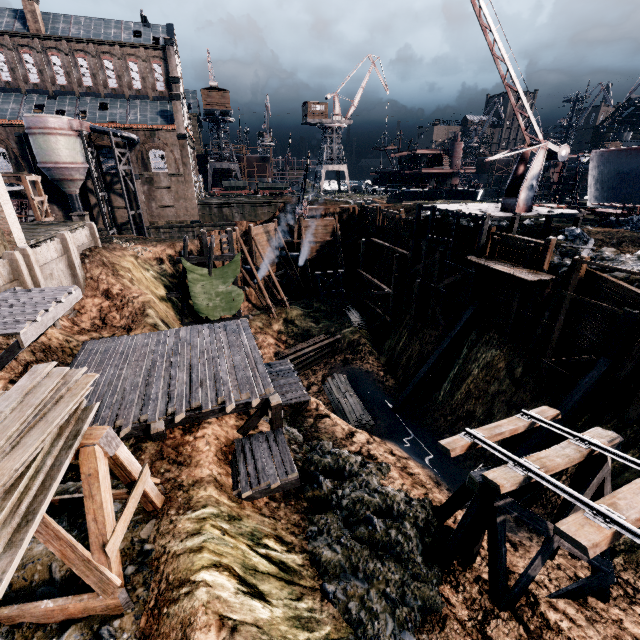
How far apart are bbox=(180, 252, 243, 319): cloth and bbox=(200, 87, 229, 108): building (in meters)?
49.17

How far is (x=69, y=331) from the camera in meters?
18.3

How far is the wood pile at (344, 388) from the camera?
24.5m

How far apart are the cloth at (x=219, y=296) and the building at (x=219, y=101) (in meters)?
49.17

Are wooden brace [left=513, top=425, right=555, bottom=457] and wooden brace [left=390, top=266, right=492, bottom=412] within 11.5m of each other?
yes

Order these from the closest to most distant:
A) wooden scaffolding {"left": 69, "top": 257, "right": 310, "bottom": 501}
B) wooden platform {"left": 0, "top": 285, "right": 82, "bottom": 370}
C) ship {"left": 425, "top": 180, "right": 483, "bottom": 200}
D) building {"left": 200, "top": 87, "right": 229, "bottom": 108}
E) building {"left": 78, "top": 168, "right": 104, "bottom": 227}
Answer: wooden platform {"left": 0, "top": 285, "right": 82, "bottom": 370} < wooden scaffolding {"left": 69, "top": 257, "right": 310, "bottom": 501} < building {"left": 78, "top": 168, "right": 104, "bottom": 227} < ship {"left": 425, "top": 180, "right": 483, "bottom": 200} < building {"left": 200, "top": 87, "right": 229, "bottom": 108}

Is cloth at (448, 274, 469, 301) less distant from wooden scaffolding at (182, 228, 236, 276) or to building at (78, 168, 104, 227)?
wooden scaffolding at (182, 228, 236, 276)

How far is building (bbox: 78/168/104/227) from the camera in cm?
4225
